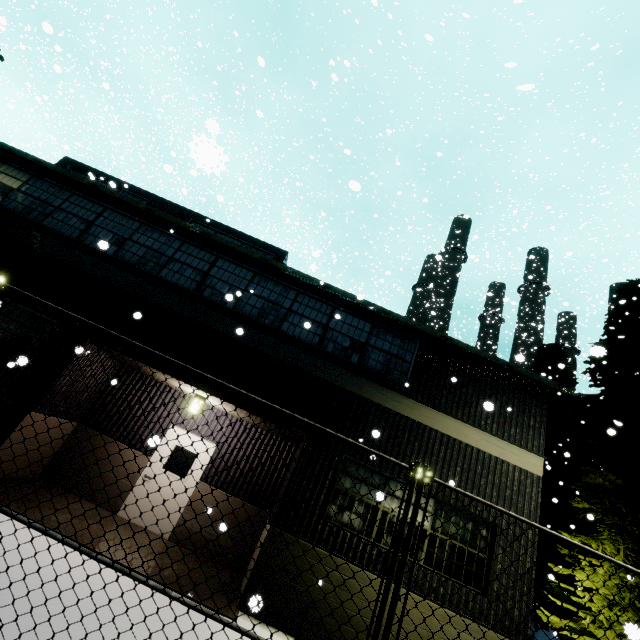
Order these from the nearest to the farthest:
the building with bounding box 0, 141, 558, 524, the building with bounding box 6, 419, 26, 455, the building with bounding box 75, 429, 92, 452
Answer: the building with bounding box 6, 419, 26, 455 < the building with bounding box 0, 141, 558, 524 < the building with bounding box 75, 429, 92, 452

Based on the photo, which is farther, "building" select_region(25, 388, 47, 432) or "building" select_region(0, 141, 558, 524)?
"building" select_region(0, 141, 558, 524)

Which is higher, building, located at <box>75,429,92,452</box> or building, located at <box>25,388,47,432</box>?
building, located at <box>25,388,47,432</box>

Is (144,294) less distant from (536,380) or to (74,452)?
(74,452)

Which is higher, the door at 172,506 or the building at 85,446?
the building at 85,446

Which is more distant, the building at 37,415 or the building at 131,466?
the building at 131,466
